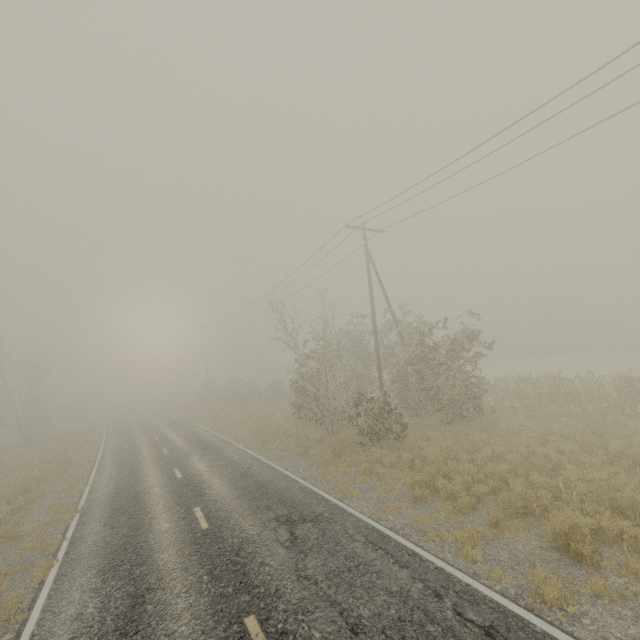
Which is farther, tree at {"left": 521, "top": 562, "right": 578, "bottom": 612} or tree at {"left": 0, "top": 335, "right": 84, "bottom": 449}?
tree at {"left": 0, "top": 335, "right": 84, "bottom": 449}

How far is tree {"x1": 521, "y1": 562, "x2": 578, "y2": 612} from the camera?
5.3 meters

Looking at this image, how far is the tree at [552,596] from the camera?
5.27m

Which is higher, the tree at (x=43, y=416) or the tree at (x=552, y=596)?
the tree at (x=43, y=416)

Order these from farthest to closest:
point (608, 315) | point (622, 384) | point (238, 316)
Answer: point (608, 315), point (238, 316), point (622, 384)

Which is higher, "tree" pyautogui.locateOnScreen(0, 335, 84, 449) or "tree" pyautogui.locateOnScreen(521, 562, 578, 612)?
"tree" pyautogui.locateOnScreen(0, 335, 84, 449)
